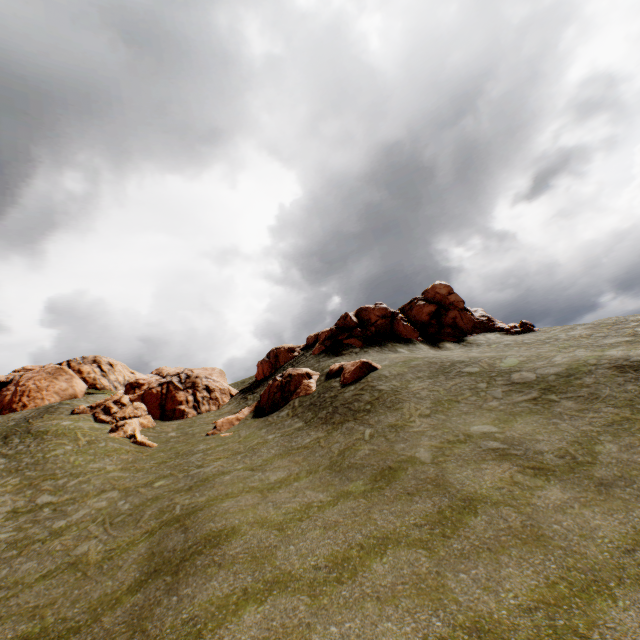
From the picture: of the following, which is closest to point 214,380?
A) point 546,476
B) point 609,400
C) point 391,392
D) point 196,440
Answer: point 196,440

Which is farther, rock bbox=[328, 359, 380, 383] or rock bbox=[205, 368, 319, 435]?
rock bbox=[205, 368, 319, 435]

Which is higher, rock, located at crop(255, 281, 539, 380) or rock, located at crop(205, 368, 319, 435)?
rock, located at crop(255, 281, 539, 380)

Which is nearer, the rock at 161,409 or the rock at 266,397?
the rock at 266,397

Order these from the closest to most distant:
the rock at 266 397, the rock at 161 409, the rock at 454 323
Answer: the rock at 266 397
the rock at 161 409
the rock at 454 323

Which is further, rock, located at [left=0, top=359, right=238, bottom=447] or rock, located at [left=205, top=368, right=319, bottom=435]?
rock, located at [left=0, top=359, right=238, bottom=447]

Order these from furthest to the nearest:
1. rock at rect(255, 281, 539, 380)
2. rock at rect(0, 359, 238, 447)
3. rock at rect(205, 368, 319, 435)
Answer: rock at rect(255, 281, 539, 380) → rock at rect(0, 359, 238, 447) → rock at rect(205, 368, 319, 435)
